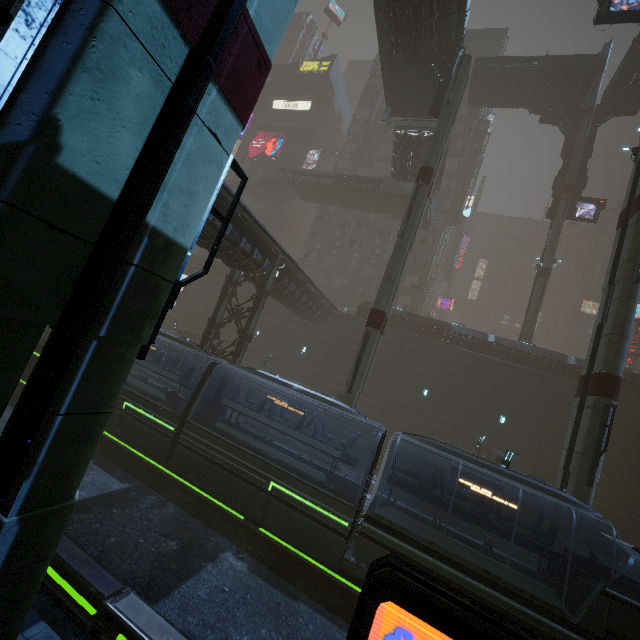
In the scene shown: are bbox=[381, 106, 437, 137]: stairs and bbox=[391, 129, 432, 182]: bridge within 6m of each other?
yes

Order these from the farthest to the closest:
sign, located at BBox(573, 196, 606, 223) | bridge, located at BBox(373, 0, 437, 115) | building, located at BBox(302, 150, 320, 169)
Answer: building, located at BBox(302, 150, 320, 169)
sign, located at BBox(573, 196, 606, 223)
bridge, located at BBox(373, 0, 437, 115)

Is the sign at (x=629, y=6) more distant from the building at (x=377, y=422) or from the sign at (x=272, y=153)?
the sign at (x=272, y=153)

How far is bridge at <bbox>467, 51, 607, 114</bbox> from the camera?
30.4 meters

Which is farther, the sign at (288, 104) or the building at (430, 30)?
the sign at (288, 104)

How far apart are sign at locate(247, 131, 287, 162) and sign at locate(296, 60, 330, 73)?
13.5m

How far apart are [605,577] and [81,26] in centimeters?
1790cm

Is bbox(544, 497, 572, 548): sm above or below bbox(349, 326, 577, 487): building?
below
